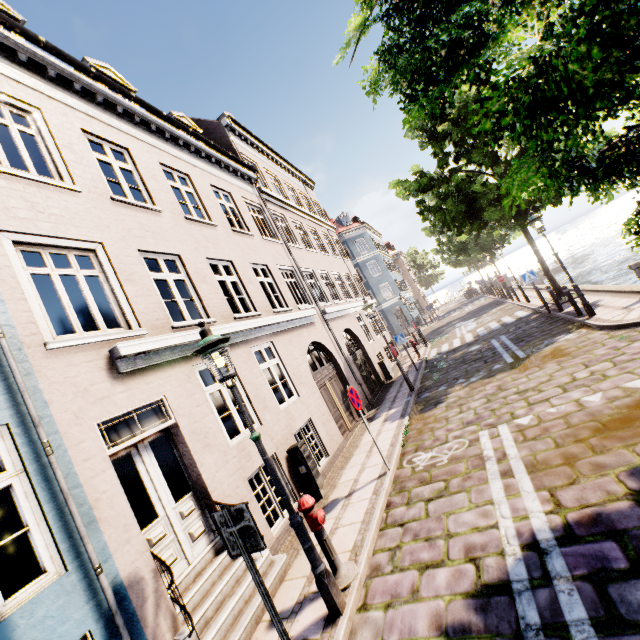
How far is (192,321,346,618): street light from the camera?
3.9 meters

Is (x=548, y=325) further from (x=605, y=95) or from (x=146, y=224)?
(x=146, y=224)

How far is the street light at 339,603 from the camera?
3.9 meters

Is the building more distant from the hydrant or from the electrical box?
the electrical box

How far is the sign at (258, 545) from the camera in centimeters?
321cm

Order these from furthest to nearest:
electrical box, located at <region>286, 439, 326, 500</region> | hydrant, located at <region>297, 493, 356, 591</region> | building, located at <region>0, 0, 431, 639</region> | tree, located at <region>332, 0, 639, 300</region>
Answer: electrical box, located at <region>286, 439, 326, 500</region>, hydrant, located at <region>297, 493, 356, 591</region>, building, located at <region>0, 0, 431, 639</region>, tree, located at <region>332, 0, 639, 300</region>

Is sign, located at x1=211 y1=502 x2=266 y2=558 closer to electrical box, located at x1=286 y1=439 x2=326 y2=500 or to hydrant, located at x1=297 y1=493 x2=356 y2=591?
hydrant, located at x1=297 y1=493 x2=356 y2=591

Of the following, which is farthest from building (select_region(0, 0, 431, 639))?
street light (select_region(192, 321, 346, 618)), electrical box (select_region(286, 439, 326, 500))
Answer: electrical box (select_region(286, 439, 326, 500))
